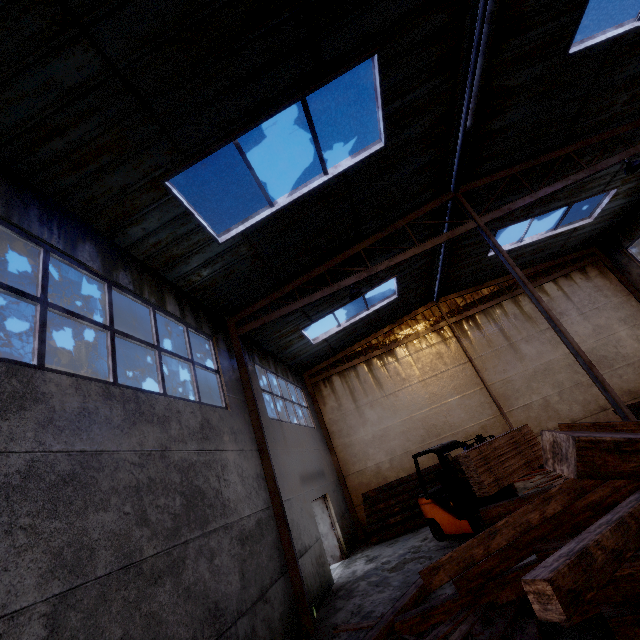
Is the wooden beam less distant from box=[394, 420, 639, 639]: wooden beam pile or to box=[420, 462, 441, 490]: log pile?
box=[394, 420, 639, 639]: wooden beam pile

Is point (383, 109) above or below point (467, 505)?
above

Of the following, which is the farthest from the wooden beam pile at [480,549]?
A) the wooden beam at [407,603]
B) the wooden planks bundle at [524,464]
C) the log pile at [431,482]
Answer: the log pile at [431,482]

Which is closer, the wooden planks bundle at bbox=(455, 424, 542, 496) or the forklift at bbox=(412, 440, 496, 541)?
the wooden planks bundle at bbox=(455, 424, 542, 496)

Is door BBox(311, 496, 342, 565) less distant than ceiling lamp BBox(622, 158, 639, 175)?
No

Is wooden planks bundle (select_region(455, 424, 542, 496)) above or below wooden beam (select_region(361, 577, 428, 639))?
above

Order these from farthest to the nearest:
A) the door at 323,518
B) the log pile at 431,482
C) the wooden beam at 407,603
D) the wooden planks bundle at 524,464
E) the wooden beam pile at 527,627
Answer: the log pile at 431,482
the door at 323,518
the wooden planks bundle at 524,464
the wooden beam at 407,603
the wooden beam pile at 527,627

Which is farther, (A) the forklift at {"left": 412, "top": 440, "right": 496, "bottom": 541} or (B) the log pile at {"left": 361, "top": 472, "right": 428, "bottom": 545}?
(B) the log pile at {"left": 361, "top": 472, "right": 428, "bottom": 545}
